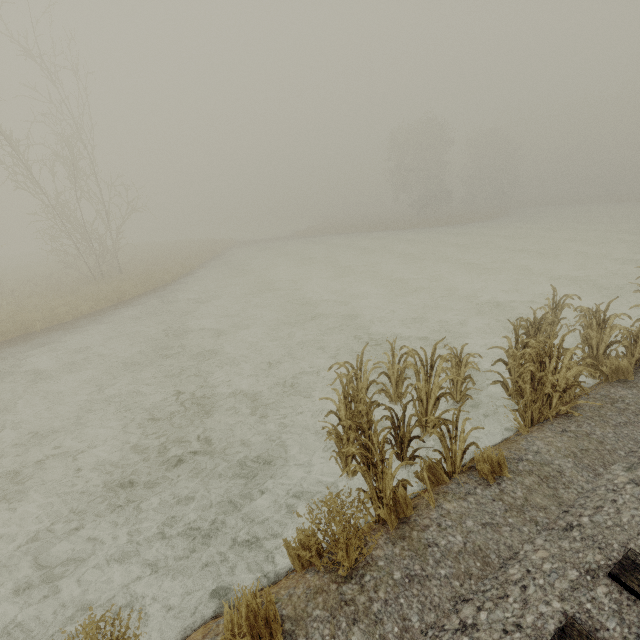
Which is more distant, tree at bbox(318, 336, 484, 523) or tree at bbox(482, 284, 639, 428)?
tree at bbox(482, 284, 639, 428)

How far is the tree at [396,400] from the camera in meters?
3.7

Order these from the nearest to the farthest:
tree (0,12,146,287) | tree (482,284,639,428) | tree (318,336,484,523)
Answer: tree (318,336,484,523) < tree (482,284,639,428) < tree (0,12,146,287)

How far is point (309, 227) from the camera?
48.00m

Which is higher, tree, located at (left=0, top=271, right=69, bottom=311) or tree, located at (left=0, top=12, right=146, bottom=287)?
tree, located at (left=0, top=12, right=146, bottom=287)

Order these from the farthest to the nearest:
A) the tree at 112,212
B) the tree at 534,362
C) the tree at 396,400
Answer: the tree at 112,212, the tree at 534,362, the tree at 396,400

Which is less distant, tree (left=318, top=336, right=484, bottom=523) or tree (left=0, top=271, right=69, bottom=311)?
tree (left=318, top=336, right=484, bottom=523)
